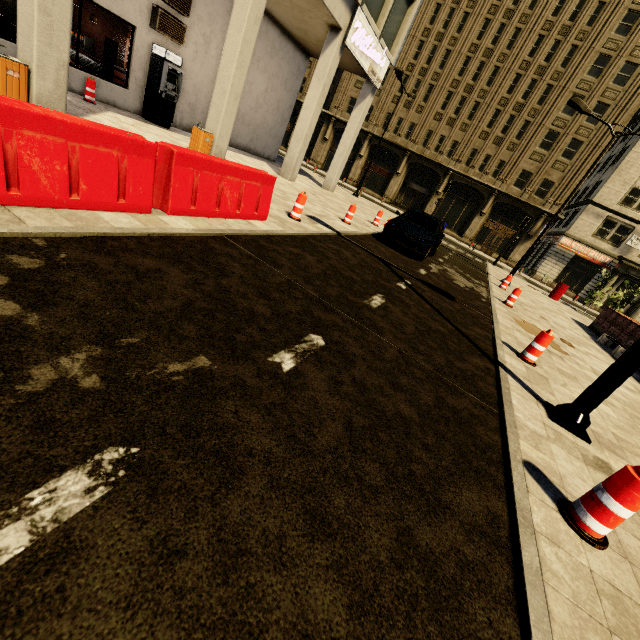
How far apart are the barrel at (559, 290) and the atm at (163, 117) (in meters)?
23.40

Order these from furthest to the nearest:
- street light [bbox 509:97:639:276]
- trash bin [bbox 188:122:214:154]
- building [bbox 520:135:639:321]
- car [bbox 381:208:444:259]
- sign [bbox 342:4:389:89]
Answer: building [bbox 520:135:639:321]
street light [bbox 509:97:639:276]
sign [bbox 342:4:389:89]
car [bbox 381:208:444:259]
trash bin [bbox 188:122:214:154]

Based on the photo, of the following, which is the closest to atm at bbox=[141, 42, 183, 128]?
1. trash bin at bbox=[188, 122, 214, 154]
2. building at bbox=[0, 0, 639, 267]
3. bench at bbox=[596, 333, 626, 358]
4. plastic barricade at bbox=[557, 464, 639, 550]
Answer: building at bbox=[0, 0, 639, 267]

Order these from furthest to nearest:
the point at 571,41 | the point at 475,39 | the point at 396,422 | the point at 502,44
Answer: the point at 475,39 < the point at 502,44 < the point at 571,41 < the point at 396,422

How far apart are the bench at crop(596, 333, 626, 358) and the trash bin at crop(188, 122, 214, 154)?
15.6m

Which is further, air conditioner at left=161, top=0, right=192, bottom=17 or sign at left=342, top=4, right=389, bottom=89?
sign at left=342, top=4, right=389, bottom=89

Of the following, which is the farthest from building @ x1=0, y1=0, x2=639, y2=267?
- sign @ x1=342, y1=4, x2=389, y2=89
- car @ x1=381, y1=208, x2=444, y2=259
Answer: car @ x1=381, y1=208, x2=444, y2=259

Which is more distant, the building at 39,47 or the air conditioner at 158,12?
the air conditioner at 158,12
